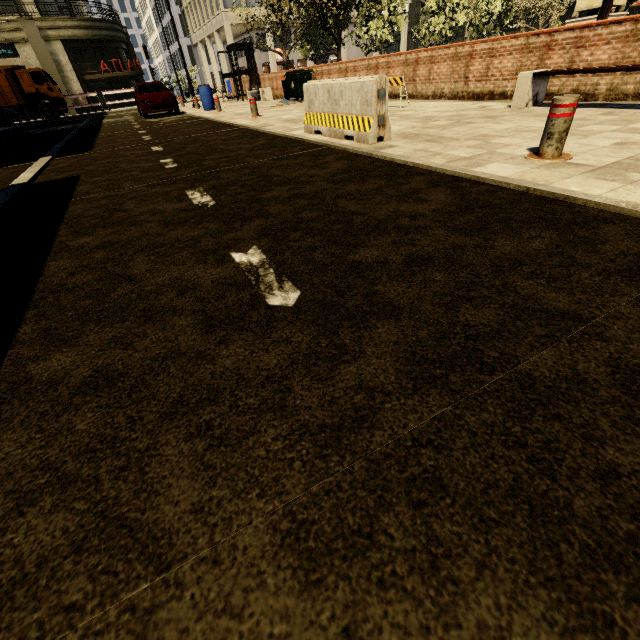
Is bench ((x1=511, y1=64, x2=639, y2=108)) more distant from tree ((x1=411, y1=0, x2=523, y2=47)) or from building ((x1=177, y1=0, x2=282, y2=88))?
building ((x1=177, y1=0, x2=282, y2=88))

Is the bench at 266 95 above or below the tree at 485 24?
below

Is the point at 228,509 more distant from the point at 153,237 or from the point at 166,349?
the point at 153,237

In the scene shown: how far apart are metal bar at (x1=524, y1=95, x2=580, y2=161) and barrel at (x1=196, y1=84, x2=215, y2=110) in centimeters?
1683cm

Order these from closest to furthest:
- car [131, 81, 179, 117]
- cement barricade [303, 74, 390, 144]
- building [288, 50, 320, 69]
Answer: cement barricade [303, 74, 390, 144]
car [131, 81, 179, 117]
building [288, 50, 320, 69]

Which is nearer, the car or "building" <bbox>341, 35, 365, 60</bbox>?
the car

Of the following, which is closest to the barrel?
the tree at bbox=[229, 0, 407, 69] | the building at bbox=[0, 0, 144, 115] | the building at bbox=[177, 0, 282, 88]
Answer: the tree at bbox=[229, 0, 407, 69]

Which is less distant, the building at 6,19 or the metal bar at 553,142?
the metal bar at 553,142
